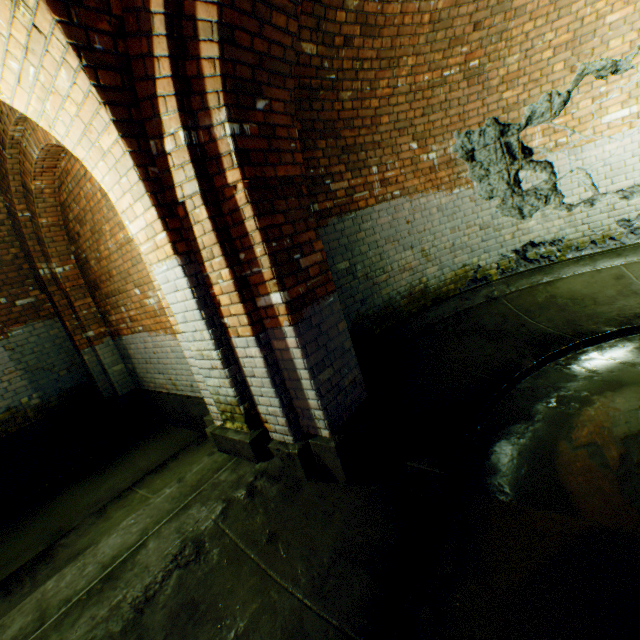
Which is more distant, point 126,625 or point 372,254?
point 372,254
